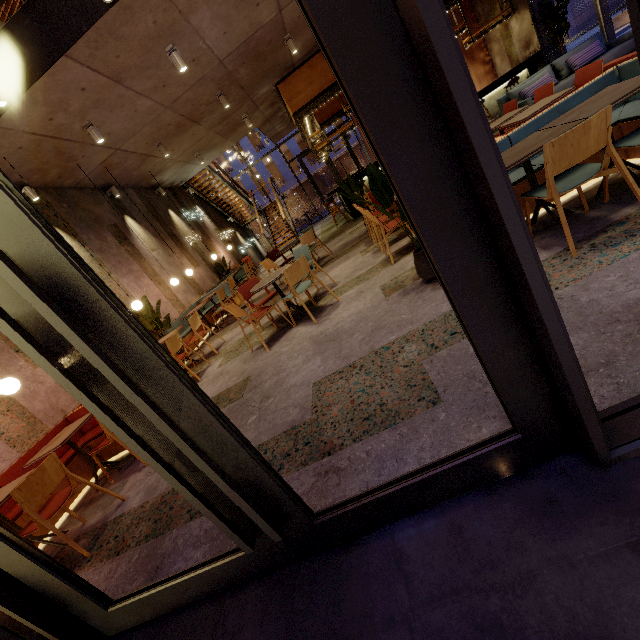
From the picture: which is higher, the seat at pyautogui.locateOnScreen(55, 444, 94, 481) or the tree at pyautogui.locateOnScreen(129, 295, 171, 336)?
the tree at pyautogui.locateOnScreen(129, 295, 171, 336)

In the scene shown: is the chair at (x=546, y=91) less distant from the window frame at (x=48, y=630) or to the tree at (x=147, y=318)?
the window frame at (x=48, y=630)

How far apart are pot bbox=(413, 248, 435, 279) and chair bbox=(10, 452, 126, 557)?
3.9 meters

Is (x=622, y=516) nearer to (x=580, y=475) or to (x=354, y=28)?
(x=580, y=475)

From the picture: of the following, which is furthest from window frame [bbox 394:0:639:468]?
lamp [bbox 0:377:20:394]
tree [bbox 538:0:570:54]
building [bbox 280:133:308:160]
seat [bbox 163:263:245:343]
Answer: building [bbox 280:133:308:160]

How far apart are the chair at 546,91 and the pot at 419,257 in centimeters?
310cm

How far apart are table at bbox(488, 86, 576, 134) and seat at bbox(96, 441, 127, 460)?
6.3 meters

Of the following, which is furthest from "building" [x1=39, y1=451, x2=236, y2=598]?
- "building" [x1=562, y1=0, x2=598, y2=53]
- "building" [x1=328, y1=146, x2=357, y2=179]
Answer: "building" [x1=562, y1=0, x2=598, y2=53]
